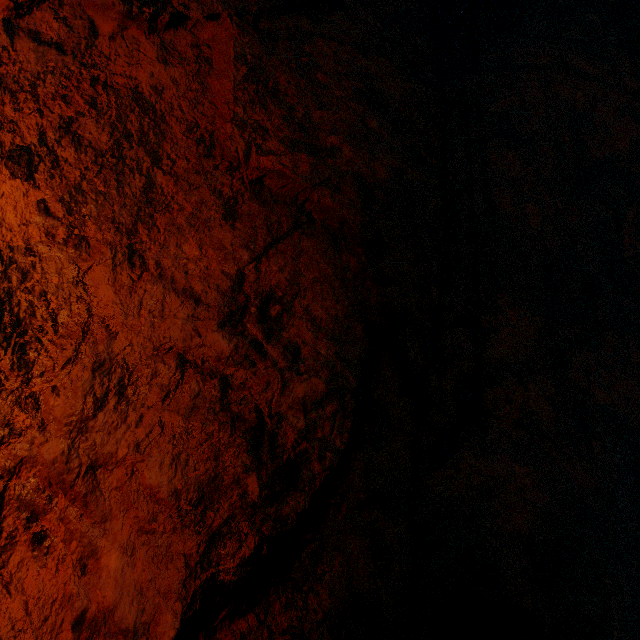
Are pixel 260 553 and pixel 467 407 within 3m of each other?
yes
